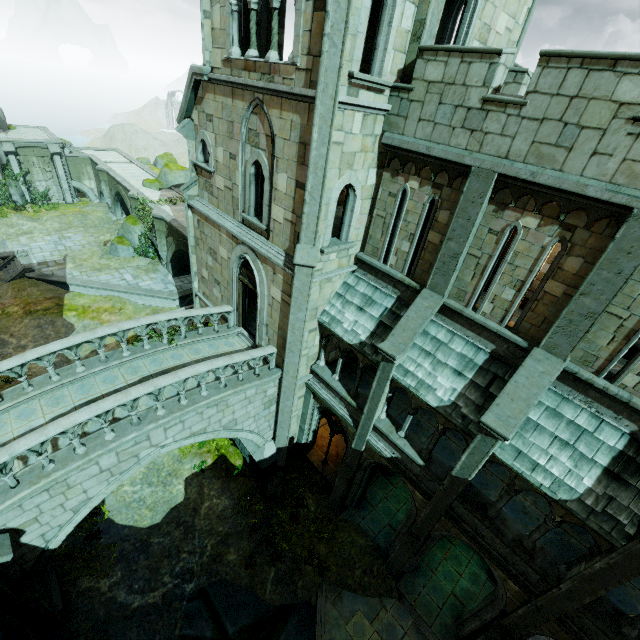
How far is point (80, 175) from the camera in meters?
35.2

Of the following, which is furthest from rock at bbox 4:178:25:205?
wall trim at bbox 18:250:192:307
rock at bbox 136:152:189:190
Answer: rock at bbox 136:152:189:190

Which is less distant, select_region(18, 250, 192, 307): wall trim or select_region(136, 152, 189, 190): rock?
select_region(18, 250, 192, 307): wall trim

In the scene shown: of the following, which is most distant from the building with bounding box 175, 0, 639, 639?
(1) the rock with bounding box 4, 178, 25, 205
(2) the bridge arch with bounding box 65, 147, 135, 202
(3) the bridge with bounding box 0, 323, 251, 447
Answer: (2) the bridge arch with bounding box 65, 147, 135, 202

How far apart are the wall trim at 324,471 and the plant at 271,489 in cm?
75

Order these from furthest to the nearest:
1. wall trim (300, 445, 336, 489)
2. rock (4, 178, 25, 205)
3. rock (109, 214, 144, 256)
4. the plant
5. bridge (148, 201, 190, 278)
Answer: rock (4, 178, 25, 205) < rock (109, 214, 144, 256) < bridge (148, 201, 190, 278) < wall trim (300, 445, 336, 489) < the plant

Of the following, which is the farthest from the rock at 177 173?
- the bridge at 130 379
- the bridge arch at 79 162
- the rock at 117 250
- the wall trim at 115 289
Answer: the bridge at 130 379

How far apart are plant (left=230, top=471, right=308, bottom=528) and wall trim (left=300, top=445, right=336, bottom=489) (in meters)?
0.75
